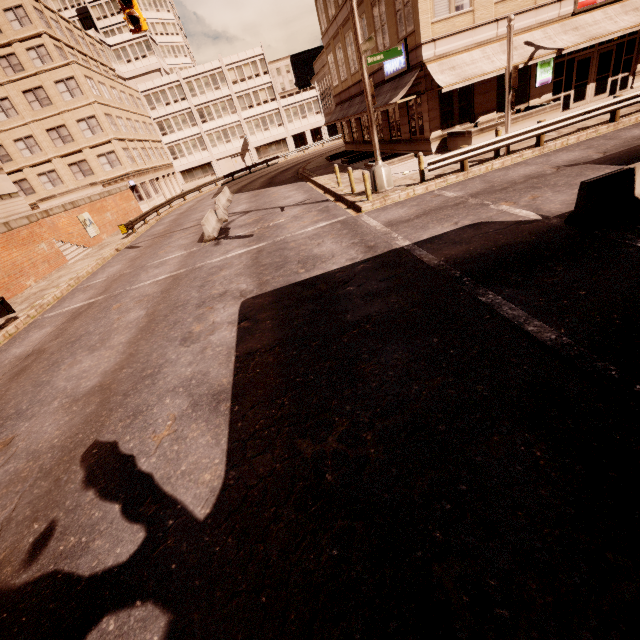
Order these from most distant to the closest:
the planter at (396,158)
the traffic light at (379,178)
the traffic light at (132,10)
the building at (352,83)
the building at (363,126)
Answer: the building at (363,126), the building at (352,83), the planter at (396,158), the traffic light at (379,178), the traffic light at (132,10)

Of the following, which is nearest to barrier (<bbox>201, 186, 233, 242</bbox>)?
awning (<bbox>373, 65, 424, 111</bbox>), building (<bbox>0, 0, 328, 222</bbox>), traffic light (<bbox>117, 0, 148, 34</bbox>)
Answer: traffic light (<bbox>117, 0, 148, 34</bbox>)

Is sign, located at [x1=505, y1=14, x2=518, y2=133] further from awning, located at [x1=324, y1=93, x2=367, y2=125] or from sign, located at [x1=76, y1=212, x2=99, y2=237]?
sign, located at [x1=76, y1=212, x2=99, y2=237]

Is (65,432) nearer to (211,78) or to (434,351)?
(434,351)

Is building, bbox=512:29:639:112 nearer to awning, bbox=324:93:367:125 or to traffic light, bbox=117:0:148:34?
awning, bbox=324:93:367:125

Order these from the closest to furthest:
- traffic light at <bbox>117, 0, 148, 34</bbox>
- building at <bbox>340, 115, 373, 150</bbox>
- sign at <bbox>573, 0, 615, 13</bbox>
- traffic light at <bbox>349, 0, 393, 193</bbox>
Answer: traffic light at <bbox>117, 0, 148, 34</bbox> < traffic light at <bbox>349, 0, 393, 193</bbox> < sign at <bbox>573, 0, 615, 13</bbox> < building at <bbox>340, 115, 373, 150</bbox>

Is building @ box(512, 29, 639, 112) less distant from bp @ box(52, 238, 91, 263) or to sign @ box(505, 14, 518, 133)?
sign @ box(505, 14, 518, 133)

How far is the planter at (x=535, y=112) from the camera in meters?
16.8 m
